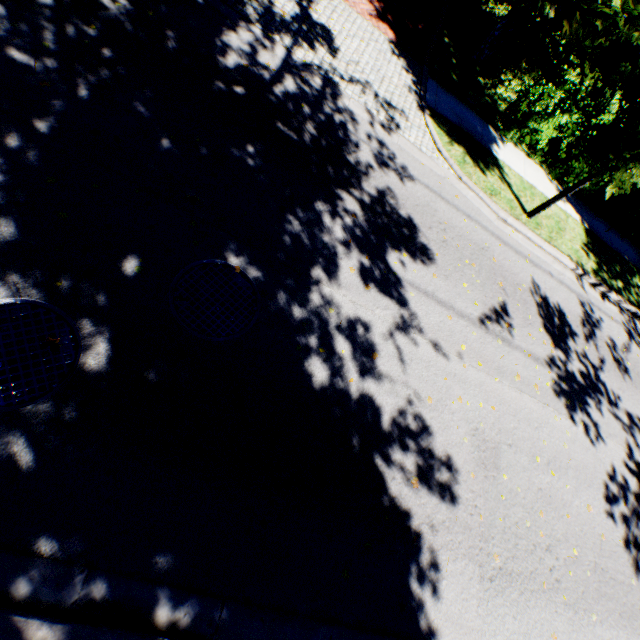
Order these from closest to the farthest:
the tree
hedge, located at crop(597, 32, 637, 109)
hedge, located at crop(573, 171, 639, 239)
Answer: the tree, hedge, located at crop(573, 171, 639, 239), hedge, located at crop(597, 32, 637, 109)

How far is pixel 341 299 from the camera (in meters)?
5.18

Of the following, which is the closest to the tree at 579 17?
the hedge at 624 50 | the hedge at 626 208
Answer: the hedge at 626 208

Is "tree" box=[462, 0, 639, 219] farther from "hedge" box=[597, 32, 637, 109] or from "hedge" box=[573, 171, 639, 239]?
"hedge" box=[597, 32, 637, 109]

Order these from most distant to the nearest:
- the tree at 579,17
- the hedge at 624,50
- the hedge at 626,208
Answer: the hedge at 624,50 < the hedge at 626,208 < the tree at 579,17

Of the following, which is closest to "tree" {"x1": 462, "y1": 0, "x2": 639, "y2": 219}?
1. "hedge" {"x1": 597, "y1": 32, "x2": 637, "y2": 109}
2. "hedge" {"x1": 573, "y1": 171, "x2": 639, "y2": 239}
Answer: "hedge" {"x1": 573, "y1": 171, "x2": 639, "y2": 239}

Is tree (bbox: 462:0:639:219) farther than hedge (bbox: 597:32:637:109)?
No

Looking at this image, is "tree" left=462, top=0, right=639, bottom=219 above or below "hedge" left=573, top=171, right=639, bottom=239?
above
